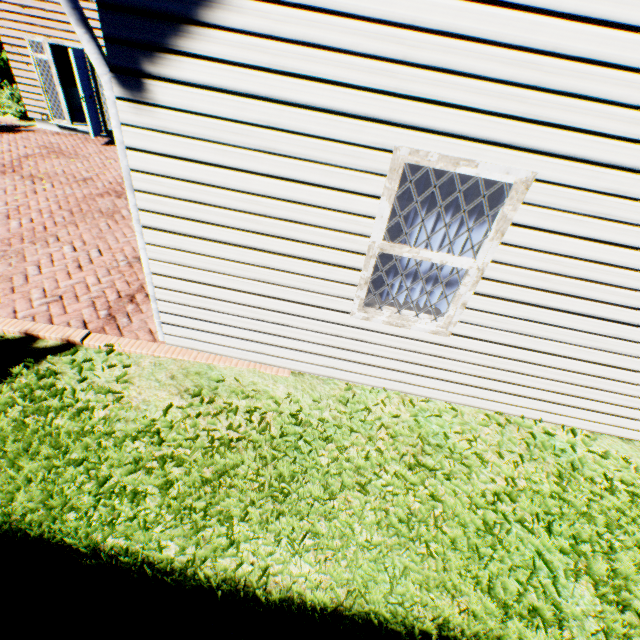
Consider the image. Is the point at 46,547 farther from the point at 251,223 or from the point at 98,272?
the point at 98,272

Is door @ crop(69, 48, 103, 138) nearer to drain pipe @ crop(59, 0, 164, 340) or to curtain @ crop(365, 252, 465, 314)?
drain pipe @ crop(59, 0, 164, 340)

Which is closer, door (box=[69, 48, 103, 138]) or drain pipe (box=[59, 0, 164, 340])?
drain pipe (box=[59, 0, 164, 340])

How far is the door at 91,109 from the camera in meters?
9.1 m

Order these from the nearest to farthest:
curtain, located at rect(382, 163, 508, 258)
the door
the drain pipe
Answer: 1. the drain pipe
2. curtain, located at rect(382, 163, 508, 258)
3. the door

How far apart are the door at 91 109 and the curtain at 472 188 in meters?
11.4

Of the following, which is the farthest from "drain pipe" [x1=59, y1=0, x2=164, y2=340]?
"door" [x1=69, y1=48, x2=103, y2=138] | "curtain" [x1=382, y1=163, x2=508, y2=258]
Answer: "door" [x1=69, y1=48, x2=103, y2=138]
